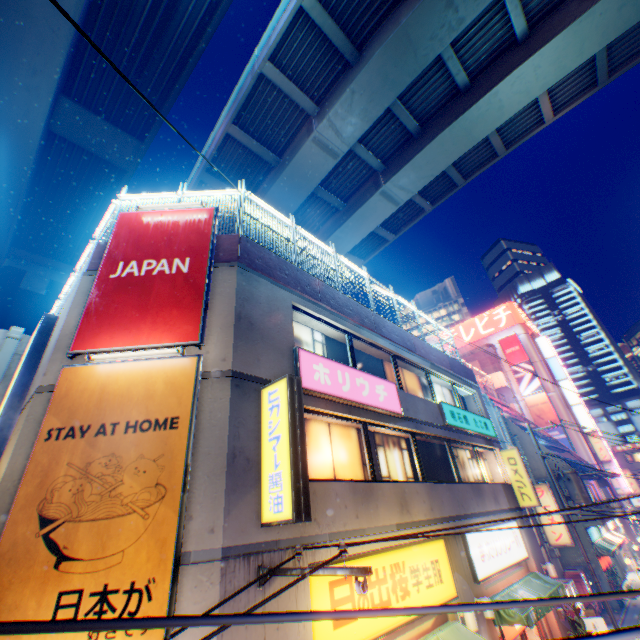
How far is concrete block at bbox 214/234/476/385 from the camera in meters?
8.5

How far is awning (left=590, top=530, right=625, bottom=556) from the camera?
20.8 meters

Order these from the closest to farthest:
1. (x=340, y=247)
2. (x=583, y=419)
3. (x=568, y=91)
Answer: (x=568, y=91) → (x=340, y=247) → (x=583, y=419)

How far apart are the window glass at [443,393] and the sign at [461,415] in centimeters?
59cm

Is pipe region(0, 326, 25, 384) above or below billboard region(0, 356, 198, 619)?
above

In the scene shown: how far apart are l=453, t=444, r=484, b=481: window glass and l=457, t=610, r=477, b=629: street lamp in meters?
5.0

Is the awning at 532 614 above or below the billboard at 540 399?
below

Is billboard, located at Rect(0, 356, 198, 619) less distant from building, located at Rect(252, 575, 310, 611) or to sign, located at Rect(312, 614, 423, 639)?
building, located at Rect(252, 575, 310, 611)
